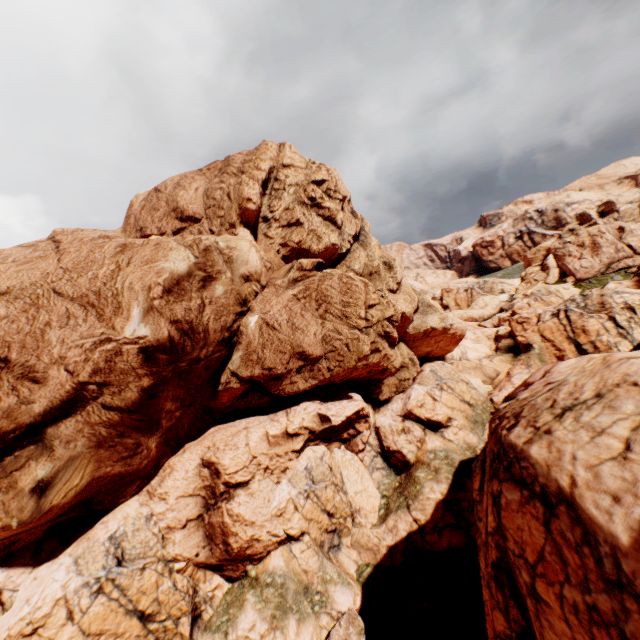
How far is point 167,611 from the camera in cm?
1689
